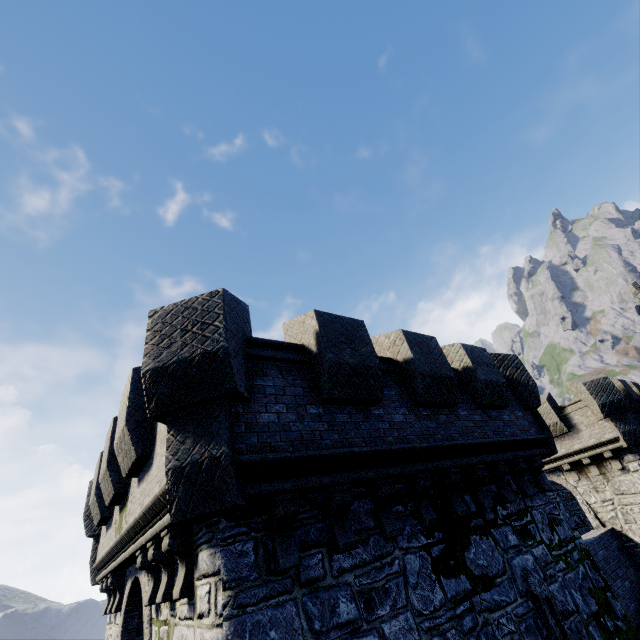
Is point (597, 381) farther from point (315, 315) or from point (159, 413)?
point (159, 413)

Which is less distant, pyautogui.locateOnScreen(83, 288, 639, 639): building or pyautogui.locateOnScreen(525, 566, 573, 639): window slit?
pyautogui.locateOnScreen(83, 288, 639, 639): building

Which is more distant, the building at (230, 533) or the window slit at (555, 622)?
the window slit at (555, 622)
